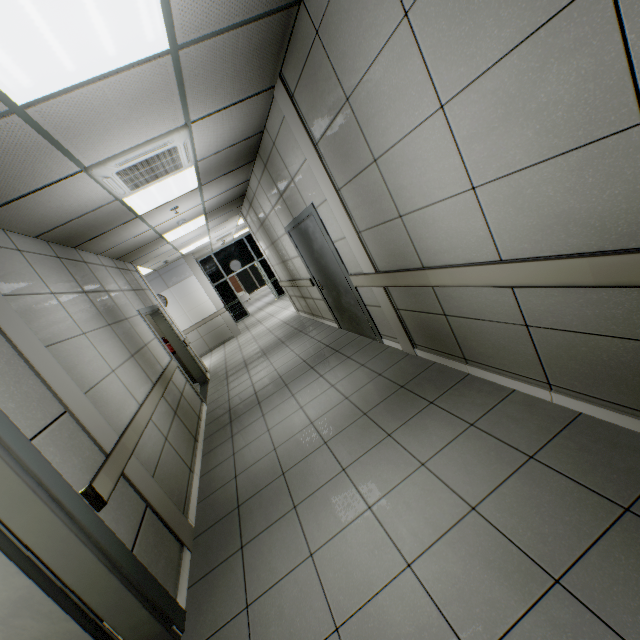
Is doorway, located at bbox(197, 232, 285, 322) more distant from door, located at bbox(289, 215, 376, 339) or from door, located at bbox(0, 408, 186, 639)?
door, located at bbox(0, 408, 186, 639)

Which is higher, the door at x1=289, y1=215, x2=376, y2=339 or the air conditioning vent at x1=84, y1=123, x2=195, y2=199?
the air conditioning vent at x1=84, y1=123, x2=195, y2=199

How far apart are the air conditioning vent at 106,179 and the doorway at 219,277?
10.9m

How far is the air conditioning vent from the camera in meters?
2.9 m

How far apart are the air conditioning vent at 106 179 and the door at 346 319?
1.58m

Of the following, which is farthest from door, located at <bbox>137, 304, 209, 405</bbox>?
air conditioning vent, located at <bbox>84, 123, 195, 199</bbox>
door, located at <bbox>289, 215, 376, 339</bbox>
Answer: door, located at <bbox>289, 215, 376, 339</bbox>

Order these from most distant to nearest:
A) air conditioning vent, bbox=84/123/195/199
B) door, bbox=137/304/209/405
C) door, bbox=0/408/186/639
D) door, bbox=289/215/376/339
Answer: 1. door, bbox=137/304/209/405
2. door, bbox=289/215/376/339
3. air conditioning vent, bbox=84/123/195/199
4. door, bbox=0/408/186/639

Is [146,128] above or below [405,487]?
above
